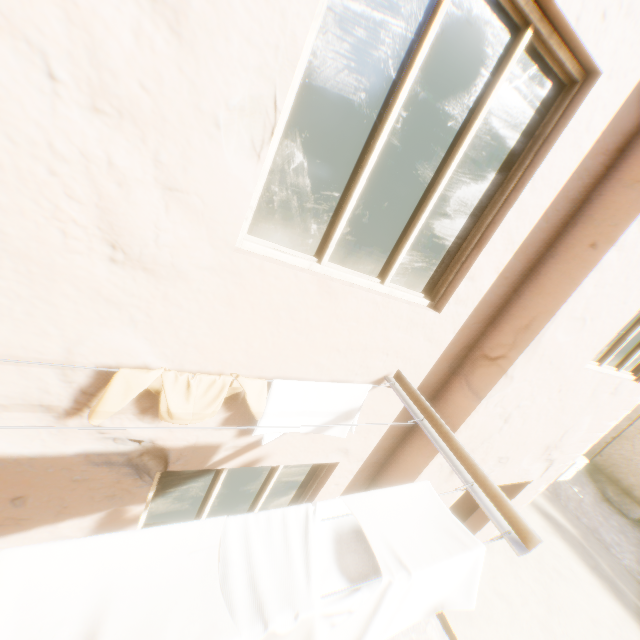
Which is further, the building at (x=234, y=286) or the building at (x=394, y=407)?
the building at (x=394, y=407)

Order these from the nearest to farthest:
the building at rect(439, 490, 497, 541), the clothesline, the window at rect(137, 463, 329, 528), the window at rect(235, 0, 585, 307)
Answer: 1. the clothesline
2. the window at rect(235, 0, 585, 307)
3. the window at rect(137, 463, 329, 528)
4. the building at rect(439, 490, 497, 541)

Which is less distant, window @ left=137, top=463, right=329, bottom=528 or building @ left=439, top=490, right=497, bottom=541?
window @ left=137, top=463, right=329, bottom=528

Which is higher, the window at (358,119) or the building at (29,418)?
the window at (358,119)

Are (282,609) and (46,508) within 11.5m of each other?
yes

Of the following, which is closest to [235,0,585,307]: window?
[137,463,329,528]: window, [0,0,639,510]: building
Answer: [0,0,639,510]: building

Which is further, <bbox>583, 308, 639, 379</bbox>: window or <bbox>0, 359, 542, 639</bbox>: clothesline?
<bbox>583, 308, 639, 379</bbox>: window

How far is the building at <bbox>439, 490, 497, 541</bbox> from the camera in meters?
3.5 m
